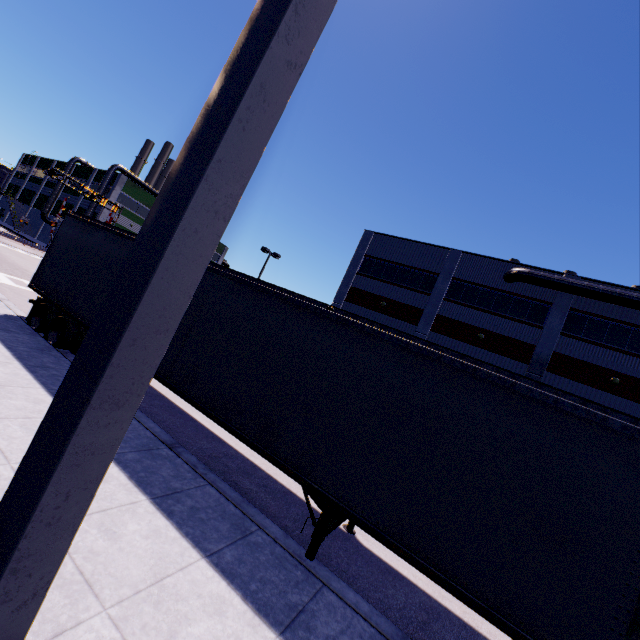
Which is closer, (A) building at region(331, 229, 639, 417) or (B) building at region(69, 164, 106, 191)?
(A) building at region(331, 229, 639, 417)

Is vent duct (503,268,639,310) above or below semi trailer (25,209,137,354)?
above

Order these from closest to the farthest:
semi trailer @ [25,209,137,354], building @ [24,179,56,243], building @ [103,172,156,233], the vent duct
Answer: semi trailer @ [25,209,137,354]
the vent duct
building @ [103,172,156,233]
building @ [24,179,56,243]

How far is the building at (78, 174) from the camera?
52.3m

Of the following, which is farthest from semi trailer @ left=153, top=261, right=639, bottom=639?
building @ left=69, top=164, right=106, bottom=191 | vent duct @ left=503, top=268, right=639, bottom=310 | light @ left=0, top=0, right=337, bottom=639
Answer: vent duct @ left=503, top=268, right=639, bottom=310

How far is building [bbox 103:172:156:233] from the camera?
49.53m

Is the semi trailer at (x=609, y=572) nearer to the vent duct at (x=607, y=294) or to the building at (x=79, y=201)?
the building at (x=79, y=201)

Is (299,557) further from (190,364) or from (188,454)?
(190,364)
